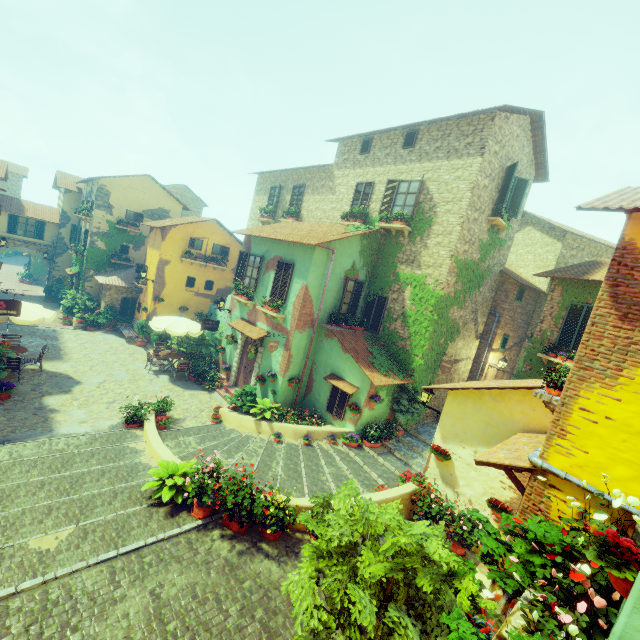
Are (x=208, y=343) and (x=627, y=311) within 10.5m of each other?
no

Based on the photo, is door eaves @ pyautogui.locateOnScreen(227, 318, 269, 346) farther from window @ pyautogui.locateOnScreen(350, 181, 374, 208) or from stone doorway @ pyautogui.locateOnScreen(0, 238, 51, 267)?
stone doorway @ pyautogui.locateOnScreen(0, 238, 51, 267)

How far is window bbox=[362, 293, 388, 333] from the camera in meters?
13.9

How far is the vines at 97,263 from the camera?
22.1m

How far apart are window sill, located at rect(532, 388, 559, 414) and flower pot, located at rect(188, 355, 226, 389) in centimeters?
1354cm

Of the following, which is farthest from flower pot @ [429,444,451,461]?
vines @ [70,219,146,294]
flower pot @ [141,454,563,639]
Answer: vines @ [70,219,146,294]

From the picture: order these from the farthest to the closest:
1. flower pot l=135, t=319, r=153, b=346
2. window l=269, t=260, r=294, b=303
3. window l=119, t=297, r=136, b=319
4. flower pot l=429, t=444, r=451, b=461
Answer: window l=119, t=297, r=136, b=319, flower pot l=135, t=319, r=153, b=346, window l=269, t=260, r=294, b=303, flower pot l=429, t=444, r=451, b=461

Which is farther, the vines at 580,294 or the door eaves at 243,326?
the door eaves at 243,326
